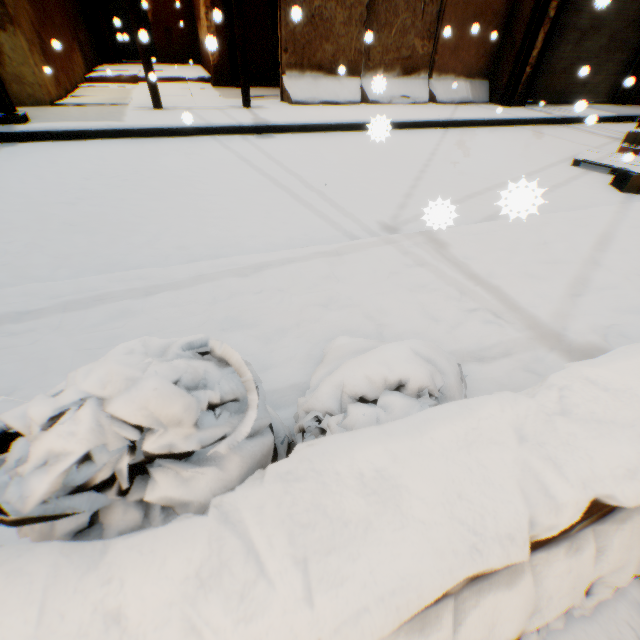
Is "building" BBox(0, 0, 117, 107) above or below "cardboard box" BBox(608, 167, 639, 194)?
above

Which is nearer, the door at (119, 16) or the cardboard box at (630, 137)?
the cardboard box at (630, 137)

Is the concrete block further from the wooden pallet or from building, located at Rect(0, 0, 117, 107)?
the wooden pallet

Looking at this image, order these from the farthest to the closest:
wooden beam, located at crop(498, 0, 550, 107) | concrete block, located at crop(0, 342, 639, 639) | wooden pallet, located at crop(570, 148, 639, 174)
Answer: wooden beam, located at crop(498, 0, 550, 107), wooden pallet, located at crop(570, 148, 639, 174), concrete block, located at crop(0, 342, 639, 639)

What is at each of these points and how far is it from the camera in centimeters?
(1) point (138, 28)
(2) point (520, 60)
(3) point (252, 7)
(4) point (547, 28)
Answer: (1) electric pole, 571cm
(2) wooden beam, 818cm
(3) building, 873cm
(4) building, 793cm

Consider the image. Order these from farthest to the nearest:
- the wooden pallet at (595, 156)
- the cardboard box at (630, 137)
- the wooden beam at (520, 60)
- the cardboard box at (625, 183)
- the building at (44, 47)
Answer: the wooden beam at (520, 60)
the cardboard box at (630, 137)
the building at (44, 47)
the wooden pallet at (595, 156)
the cardboard box at (625, 183)

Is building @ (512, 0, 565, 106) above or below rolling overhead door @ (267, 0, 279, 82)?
below

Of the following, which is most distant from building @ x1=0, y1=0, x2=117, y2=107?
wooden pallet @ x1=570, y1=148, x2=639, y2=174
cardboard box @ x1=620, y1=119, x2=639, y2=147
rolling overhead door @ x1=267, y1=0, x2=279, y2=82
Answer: cardboard box @ x1=620, y1=119, x2=639, y2=147
